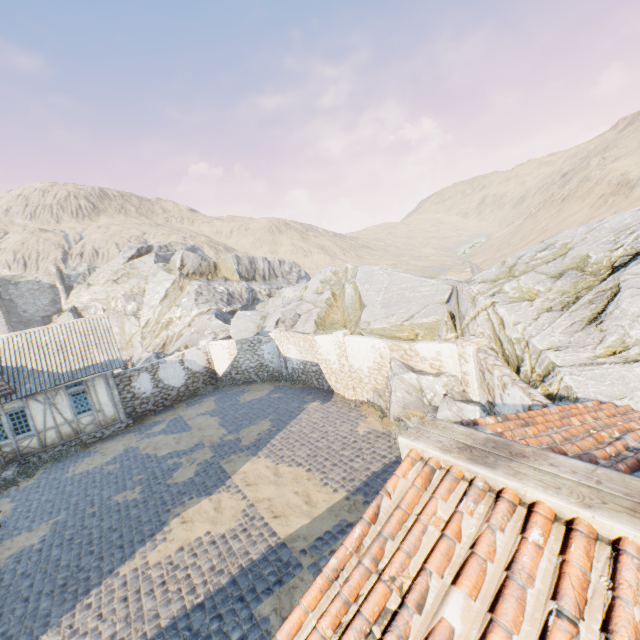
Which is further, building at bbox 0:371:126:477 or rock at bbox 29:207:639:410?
building at bbox 0:371:126:477

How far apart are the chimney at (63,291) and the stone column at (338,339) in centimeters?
4628cm

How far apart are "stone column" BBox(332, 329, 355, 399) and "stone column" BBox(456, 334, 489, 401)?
5.57m

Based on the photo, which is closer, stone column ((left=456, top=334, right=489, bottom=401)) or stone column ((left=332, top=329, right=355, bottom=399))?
stone column ((left=456, top=334, right=489, bottom=401))

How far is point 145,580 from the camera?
7.5 meters

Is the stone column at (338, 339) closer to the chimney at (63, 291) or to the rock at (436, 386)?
the rock at (436, 386)

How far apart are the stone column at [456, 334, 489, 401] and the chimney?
52.5 meters

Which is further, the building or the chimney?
the chimney
